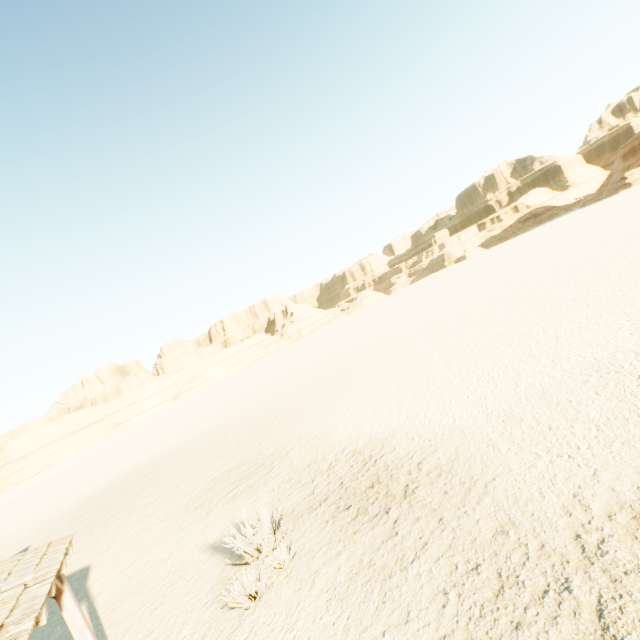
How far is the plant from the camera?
7.4 meters

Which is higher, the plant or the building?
the building

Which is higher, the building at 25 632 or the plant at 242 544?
the building at 25 632

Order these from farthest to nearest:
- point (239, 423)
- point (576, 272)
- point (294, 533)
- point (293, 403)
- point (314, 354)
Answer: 1. point (314, 354)
2. point (239, 423)
3. point (293, 403)
4. point (576, 272)
5. point (294, 533)

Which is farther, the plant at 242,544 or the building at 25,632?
the plant at 242,544

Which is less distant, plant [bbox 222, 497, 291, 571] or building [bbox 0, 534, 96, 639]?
building [bbox 0, 534, 96, 639]
